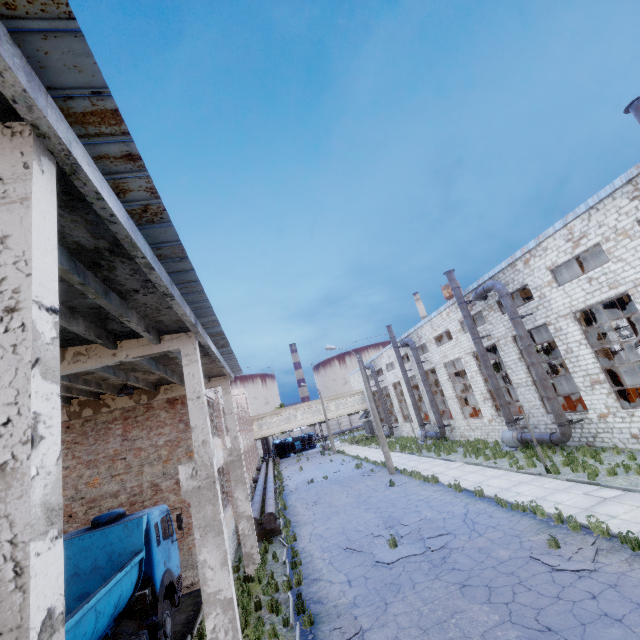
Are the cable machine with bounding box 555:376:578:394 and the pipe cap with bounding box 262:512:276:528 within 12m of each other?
no

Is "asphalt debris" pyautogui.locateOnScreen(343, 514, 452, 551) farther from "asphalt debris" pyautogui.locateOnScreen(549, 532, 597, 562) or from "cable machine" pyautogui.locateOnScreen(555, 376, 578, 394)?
"cable machine" pyautogui.locateOnScreen(555, 376, 578, 394)

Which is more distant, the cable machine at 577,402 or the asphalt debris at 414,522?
the cable machine at 577,402

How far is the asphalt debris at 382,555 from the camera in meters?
10.7

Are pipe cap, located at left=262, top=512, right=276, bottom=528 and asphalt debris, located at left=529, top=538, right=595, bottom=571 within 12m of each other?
yes

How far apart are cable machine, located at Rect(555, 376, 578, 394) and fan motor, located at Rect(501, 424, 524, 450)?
12.1m

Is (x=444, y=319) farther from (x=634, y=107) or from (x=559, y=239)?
(x=634, y=107)

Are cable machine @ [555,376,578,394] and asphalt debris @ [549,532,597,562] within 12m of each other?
no
